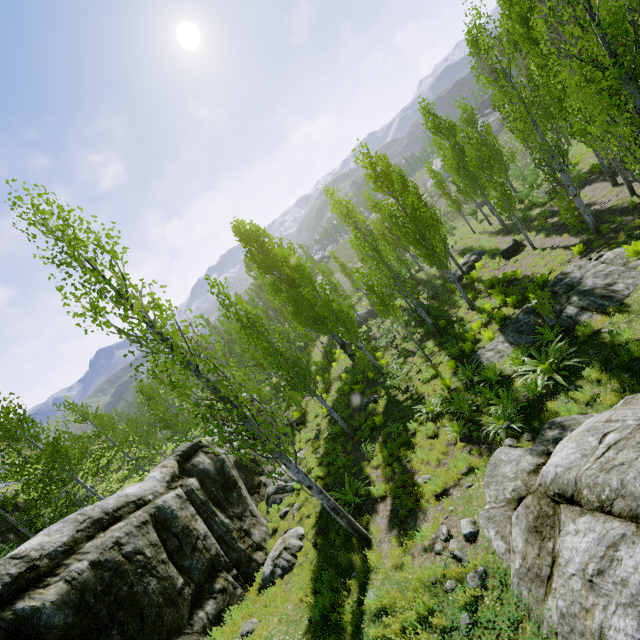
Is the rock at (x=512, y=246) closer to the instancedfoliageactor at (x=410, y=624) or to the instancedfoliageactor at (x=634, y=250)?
the instancedfoliageactor at (x=410, y=624)

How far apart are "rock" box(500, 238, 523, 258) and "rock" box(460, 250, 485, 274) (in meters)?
2.75

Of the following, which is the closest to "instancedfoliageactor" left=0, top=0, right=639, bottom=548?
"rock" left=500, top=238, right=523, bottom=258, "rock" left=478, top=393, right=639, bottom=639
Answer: "rock" left=478, top=393, right=639, bottom=639

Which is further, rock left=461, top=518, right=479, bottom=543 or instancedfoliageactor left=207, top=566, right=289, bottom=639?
instancedfoliageactor left=207, top=566, right=289, bottom=639

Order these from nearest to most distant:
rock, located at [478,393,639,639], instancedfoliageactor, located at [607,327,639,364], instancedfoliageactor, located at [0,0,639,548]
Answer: rock, located at [478,393,639,639]
instancedfoliageactor, located at [0,0,639,548]
instancedfoliageactor, located at [607,327,639,364]

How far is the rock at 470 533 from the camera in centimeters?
642cm

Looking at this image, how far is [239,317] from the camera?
12.9m

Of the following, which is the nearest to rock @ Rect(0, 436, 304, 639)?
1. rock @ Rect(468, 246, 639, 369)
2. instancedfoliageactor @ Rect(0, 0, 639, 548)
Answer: instancedfoliageactor @ Rect(0, 0, 639, 548)
